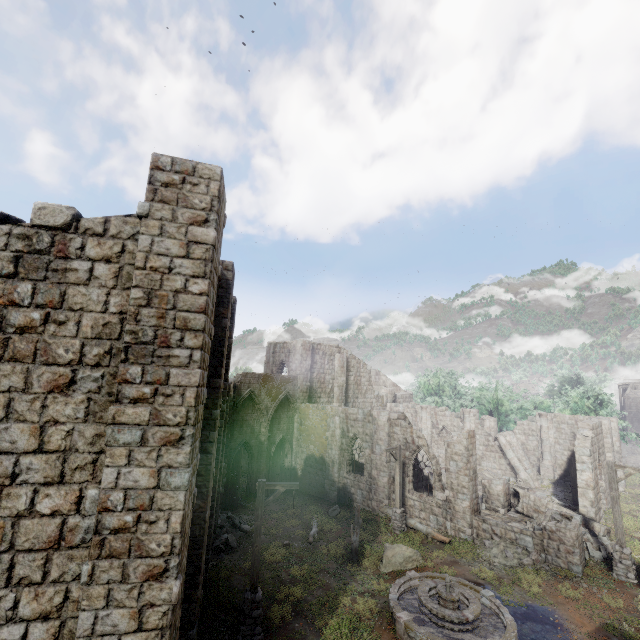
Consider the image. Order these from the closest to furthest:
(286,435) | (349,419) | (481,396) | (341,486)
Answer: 1. (341,486)
2. (349,419)
3. (286,435)
4. (481,396)

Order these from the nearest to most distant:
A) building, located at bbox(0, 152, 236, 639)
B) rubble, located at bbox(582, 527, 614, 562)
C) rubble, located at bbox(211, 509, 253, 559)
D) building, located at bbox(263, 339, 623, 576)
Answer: building, located at bbox(0, 152, 236, 639) → rubble, located at bbox(582, 527, 614, 562) → rubble, located at bbox(211, 509, 253, 559) → building, located at bbox(263, 339, 623, 576)

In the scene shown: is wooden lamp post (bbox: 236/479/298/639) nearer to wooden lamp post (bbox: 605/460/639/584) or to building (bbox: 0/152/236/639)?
building (bbox: 0/152/236/639)

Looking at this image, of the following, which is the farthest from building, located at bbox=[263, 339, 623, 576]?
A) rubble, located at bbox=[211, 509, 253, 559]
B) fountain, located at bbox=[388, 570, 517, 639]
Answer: fountain, located at bbox=[388, 570, 517, 639]

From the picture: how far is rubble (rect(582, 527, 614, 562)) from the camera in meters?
15.5

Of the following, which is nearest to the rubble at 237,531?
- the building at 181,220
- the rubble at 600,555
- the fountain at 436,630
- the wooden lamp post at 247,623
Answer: the building at 181,220

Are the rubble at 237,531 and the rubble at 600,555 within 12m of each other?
no

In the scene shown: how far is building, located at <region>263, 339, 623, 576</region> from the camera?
17.8m
